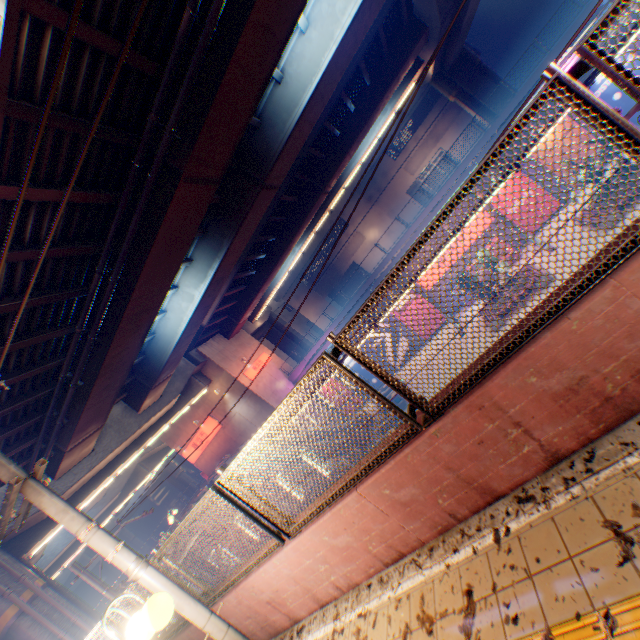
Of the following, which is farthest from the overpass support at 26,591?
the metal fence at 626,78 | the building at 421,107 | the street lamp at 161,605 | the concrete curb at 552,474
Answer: the building at 421,107

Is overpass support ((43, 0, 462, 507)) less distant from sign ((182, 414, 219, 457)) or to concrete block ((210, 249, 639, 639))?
concrete block ((210, 249, 639, 639))

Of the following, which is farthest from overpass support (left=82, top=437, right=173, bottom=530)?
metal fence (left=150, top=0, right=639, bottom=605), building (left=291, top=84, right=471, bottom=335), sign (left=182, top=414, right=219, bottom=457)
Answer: building (left=291, top=84, right=471, bottom=335)

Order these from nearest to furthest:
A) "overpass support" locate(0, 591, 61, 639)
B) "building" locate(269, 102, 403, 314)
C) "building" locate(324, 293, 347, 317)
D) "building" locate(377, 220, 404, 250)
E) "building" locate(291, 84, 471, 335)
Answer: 1. "overpass support" locate(0, 591, 61, 639)
2. "building" locate(291, 84, 471, 335)
3. "building" locate(269, 102, 403, 314)
4. "building" locate(377, 220, 404, 250)
5. "building" locate(324, 293, 347, 317)

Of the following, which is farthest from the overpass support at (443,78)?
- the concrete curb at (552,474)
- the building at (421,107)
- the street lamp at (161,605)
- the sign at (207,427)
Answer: the building at (421,107)

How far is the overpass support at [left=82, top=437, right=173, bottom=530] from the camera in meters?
27.3 m

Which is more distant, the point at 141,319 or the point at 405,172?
the point at 405,172

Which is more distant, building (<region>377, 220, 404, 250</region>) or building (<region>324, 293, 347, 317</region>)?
building (<region>324, 293, 347, 317</region>)
